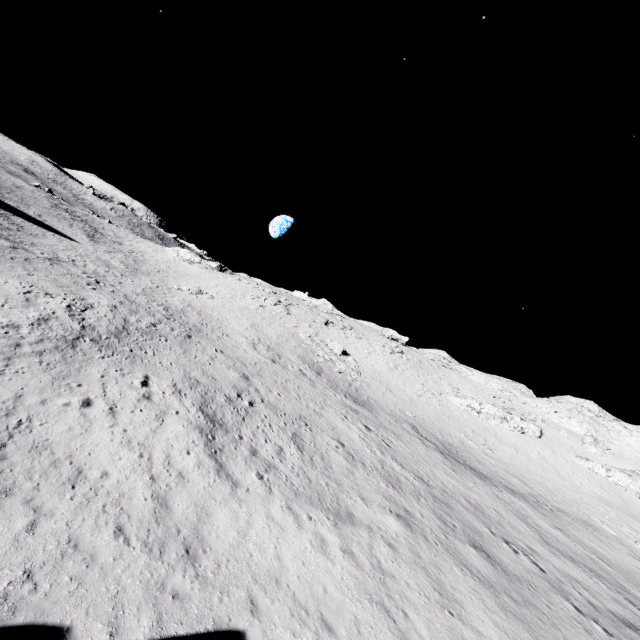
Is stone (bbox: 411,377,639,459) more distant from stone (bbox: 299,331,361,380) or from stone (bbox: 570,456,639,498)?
stone (bbox: 299,331,361,380)

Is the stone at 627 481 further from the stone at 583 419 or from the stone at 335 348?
the stone at 335 348

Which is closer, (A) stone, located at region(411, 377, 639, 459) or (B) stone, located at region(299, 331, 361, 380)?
(B) stone, located at region(299, 331, 361, 380)

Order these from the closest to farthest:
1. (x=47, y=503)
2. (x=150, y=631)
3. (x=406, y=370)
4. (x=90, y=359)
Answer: (x=150, y=631) → (x=47, y=503) → (x=90, y=359) → (x=406, y=370)

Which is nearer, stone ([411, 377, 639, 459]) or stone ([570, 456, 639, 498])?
stone ([570, 456, 639, 498])
